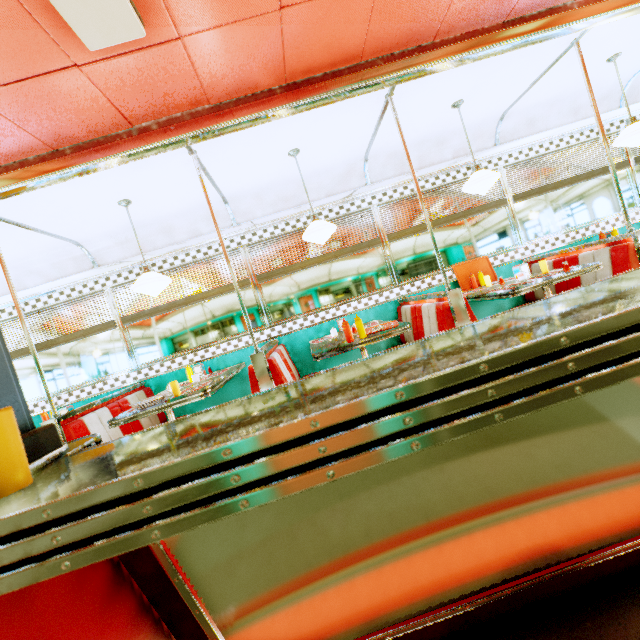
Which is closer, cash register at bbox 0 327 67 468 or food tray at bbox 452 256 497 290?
cash register at bbox 0 327 67 468

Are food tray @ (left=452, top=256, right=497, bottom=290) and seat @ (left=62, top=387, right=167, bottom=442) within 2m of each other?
no

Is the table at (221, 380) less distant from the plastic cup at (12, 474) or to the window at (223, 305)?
the window at (223, 305)

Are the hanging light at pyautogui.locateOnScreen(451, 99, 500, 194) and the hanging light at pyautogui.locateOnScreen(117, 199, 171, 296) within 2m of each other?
no

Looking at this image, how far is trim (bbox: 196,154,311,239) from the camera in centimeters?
373cm

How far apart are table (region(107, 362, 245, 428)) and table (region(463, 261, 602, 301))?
3.0 meters

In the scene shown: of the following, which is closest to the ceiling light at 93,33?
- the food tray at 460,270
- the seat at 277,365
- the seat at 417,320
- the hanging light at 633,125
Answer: the seat at 277,365

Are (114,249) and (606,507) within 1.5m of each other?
no
